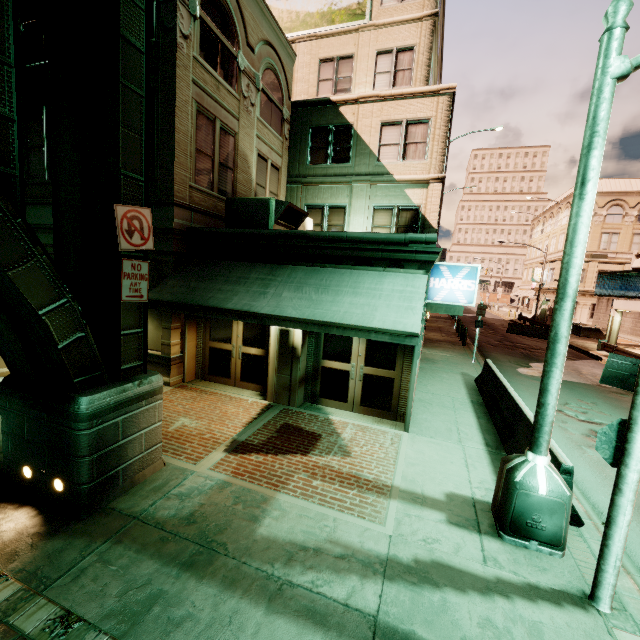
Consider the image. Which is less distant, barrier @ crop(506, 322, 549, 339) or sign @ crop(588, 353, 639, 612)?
sign @ crop(588, 353, 639, 612)

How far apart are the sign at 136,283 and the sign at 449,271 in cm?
606

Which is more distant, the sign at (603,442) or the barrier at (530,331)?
the barrier at (530,331)

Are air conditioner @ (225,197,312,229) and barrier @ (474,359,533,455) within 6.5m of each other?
no

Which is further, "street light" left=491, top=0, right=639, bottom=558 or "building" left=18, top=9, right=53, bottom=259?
"building" left=18, top=9, right=53, bottom=259

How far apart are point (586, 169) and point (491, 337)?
24.99m

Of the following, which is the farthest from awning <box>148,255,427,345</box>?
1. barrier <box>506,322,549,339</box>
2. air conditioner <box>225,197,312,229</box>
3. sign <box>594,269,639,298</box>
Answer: barrier <box>506,322,549,339</box>

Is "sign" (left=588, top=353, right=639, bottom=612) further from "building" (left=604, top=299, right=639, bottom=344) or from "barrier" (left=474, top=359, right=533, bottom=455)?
"building" (left=604, top=299, right=639, bottom=344)
